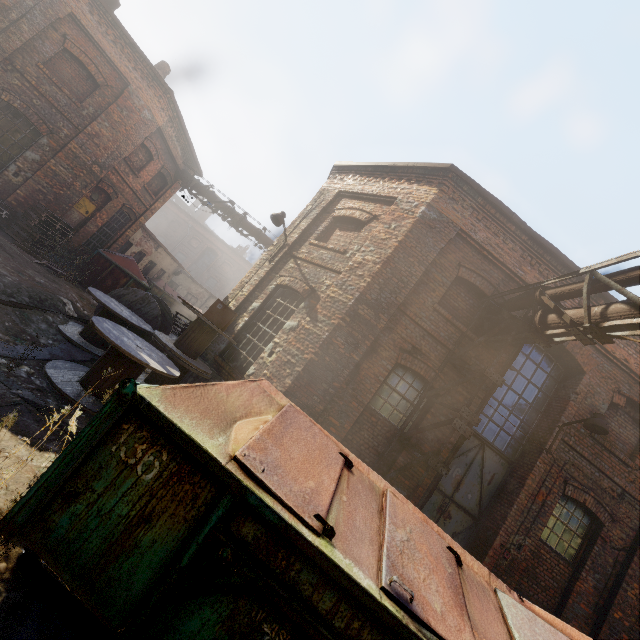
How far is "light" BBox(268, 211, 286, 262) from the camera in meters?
8.9

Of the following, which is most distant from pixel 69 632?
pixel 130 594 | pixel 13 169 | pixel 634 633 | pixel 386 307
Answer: pixel 13 169

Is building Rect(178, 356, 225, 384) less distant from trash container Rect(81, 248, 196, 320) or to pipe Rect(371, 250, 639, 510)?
pipe Rect(371, 250, 639, 510)

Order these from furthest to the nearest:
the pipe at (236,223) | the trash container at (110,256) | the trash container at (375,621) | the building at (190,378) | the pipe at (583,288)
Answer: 1. the pipe at (236,223)
2. the trash container at (110,256)
3. the building at (190,378)
4. the pipe at (583,288)
5. the trash container at (375,621)

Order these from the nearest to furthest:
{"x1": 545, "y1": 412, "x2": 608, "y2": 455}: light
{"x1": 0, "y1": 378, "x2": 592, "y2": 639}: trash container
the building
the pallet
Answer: {"x1": 0, "y1": 378, "x2": 592, "y2": 639}: trash container < {"x1": 545, "y1": 412, "x2": 608, "y2": 455}: light < the building < the pallet

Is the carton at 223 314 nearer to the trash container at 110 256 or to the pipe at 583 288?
the pipe at 583 288

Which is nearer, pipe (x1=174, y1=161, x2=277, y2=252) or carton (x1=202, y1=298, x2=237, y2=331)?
carton (x1=202, y1=298, x2=237, y2=331)

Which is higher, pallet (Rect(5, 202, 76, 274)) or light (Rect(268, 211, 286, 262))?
light (Rect(268, 211, 286, 262))
